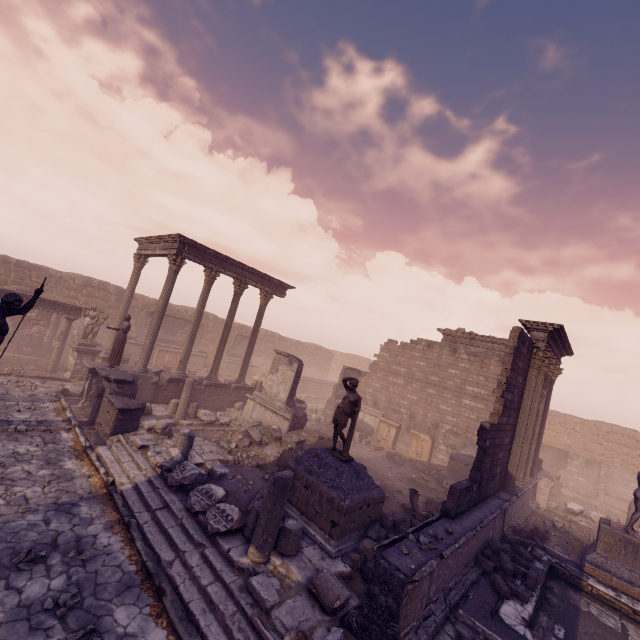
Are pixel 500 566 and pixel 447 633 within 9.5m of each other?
yes

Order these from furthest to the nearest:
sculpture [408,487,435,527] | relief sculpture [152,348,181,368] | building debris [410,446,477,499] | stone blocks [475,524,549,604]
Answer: relief sculpture [152,348,181,368] → building debris [410,446,477,499] → sculpture [408,487,435,527] → stone blocks [475,524,549,604]

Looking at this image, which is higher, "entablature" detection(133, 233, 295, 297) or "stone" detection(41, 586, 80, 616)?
"entablature" detection(133, 233, 295, 297)

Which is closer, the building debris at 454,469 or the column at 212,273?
the building debris at 454,469

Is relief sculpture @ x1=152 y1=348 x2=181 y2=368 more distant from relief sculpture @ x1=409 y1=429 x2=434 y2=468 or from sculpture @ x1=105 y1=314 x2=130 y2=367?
relief sculpture @ x1=409 y1=429 x2=434 y2=468

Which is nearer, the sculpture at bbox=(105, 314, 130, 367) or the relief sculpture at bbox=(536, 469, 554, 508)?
the sculpture at bbox=(105, 314, 130, 367)

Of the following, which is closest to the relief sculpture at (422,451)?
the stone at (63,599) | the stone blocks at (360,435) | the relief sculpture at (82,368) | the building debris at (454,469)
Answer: the building debris at (454,469)

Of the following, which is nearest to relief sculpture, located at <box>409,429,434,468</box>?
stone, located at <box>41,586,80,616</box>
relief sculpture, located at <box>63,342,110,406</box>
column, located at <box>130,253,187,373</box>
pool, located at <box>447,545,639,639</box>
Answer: pool, located at <box>447,545,639,639</box>
